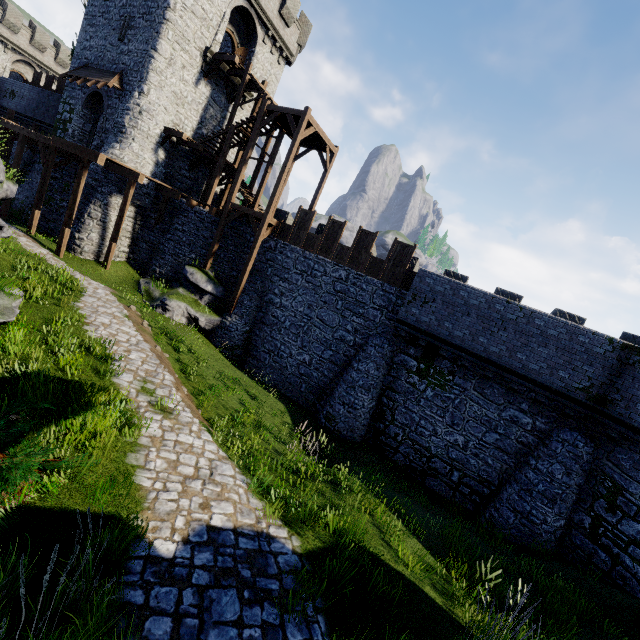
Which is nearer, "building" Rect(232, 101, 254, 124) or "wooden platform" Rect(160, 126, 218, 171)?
"wooden platform" Rect(160, 126, 218, 171)

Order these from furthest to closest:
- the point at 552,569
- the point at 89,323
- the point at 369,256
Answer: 1. the point at 369,256
2. the point at 89,323
3. the point at 552,569

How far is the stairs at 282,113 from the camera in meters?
17.7 m

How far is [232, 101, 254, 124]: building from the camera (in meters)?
25.02

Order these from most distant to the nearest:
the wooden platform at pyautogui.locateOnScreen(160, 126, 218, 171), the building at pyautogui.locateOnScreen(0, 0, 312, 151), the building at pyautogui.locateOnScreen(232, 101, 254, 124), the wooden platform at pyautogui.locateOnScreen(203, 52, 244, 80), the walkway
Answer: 1. the building at pyautogui.locateOnScreen(232, 101, 254, 124)
2. the wooden platform at pyautogui.locateOnScreen(203, 52, 244, 80)
3. the wooden platform at pyautogui.locateOnScreen(160, 126, 218, 171)
4. the building at pyautogui.locateOnScreen(0, 0, 312, 151)
5. the walkway

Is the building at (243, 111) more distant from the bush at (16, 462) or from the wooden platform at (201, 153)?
the bush at (16, 462)

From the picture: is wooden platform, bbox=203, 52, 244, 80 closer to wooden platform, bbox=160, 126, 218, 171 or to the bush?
wooden platform, bbox=160, 126, 218, 171

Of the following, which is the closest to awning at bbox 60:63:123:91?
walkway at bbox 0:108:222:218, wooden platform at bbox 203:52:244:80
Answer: walkway at bbox 0:108:222:218
